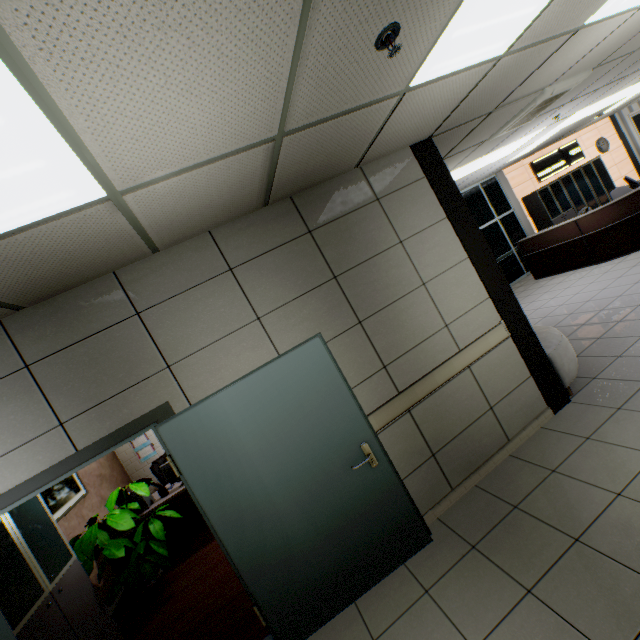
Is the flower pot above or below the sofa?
below

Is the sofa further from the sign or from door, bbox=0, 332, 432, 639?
the sign

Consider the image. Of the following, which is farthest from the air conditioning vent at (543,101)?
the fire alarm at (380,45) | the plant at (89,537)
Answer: the plant at (89,537)

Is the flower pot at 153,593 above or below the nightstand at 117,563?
below

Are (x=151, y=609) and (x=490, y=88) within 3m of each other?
no

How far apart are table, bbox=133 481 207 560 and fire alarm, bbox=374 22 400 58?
5.1 meters

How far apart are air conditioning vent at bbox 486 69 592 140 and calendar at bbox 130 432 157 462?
8.39m

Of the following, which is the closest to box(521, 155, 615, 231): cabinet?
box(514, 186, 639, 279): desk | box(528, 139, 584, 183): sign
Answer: box(528, 139, 584, 183): sign
